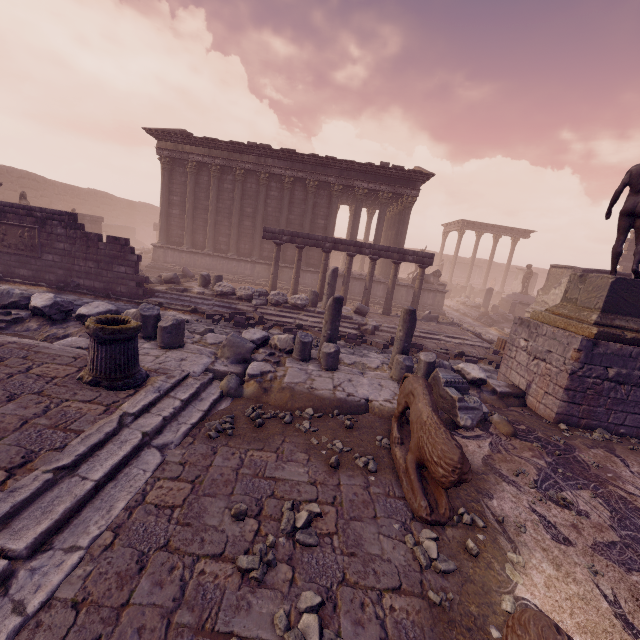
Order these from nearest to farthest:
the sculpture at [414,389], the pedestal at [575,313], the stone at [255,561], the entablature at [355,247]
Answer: the stone at [255,561], the sculpture at [414,389], the pedestal at [575,313], the entablature at [355,247]

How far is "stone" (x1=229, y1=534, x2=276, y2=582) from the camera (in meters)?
2.55

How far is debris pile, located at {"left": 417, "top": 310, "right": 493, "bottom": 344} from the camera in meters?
13.6 m

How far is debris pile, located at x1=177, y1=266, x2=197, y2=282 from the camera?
14.4 meters

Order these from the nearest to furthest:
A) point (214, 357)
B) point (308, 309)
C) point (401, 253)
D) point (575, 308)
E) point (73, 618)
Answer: point (73, 618), point (214, 357), point (575, 308), point (308, 309), point (401, 253)

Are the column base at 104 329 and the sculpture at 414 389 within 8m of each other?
yes

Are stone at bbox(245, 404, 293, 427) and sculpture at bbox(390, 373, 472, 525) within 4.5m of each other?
yes

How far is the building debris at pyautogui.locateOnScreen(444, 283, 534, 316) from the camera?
23.0 meters
